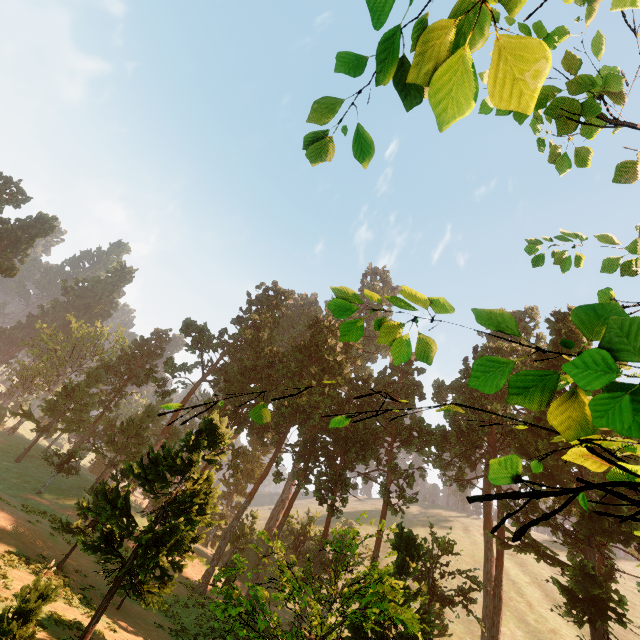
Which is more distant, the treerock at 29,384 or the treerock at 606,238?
the treerock at 29,384

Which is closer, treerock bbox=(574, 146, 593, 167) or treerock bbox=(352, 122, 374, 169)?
treerock bbox=(352, 122, 374, 169)

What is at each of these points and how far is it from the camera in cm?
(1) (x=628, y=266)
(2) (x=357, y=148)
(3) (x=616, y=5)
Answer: (1) treerock, 392
(2) treerock, 264
(3) treerock, 182

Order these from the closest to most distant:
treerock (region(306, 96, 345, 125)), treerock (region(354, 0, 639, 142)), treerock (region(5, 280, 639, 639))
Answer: treerock (region(354, 0, 639, 142)), treerock (region(5, 280, 639, 639)), treerock (region(306, 96, 345, 125))
